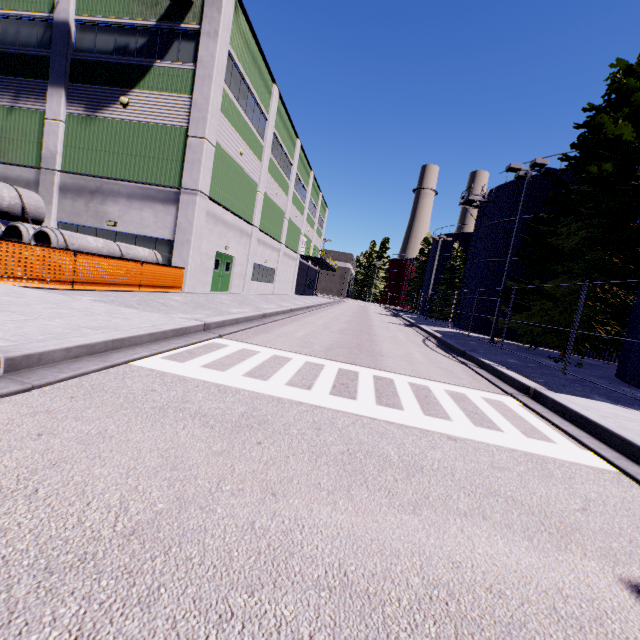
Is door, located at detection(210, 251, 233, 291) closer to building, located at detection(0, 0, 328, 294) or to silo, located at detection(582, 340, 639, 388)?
building, located at detection(0, 0, 328, 294)

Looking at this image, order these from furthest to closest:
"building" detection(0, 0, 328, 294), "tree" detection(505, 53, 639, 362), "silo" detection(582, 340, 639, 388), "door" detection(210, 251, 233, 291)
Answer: "door" detection(210, 251, 233, 291)
"building" detection(0, 0, 328, 294)
"tree" detection(505, 53, 639, 362)
"silo" detection(582, 340, 639, 388)

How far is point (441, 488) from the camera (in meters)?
2.82

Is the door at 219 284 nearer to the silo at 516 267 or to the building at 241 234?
the building at 241 234

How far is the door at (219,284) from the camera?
19.7 meters

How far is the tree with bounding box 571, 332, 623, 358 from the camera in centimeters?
1475cm

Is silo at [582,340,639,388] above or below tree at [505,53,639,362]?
below

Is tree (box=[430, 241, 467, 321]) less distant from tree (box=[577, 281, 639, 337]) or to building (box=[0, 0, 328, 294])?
building (box=[0, 0, 328, 294])
